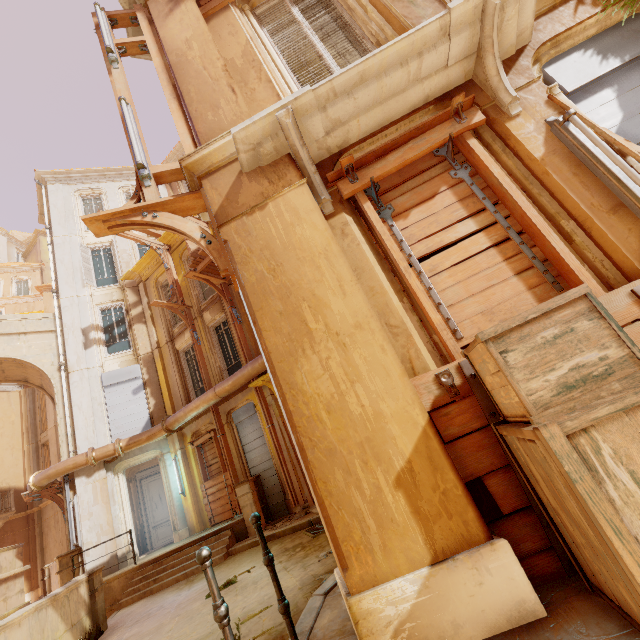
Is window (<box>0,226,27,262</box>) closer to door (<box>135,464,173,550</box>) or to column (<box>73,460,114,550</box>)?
column (<box>73,460,114,550</box>)

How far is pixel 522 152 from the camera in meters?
3.0

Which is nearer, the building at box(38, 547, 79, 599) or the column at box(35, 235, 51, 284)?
the building at box(38, 547, 79, 599)

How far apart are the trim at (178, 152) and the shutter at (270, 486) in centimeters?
1584cm

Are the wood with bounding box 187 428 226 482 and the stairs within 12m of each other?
yes

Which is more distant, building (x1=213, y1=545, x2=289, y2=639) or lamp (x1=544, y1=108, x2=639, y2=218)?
building (x1=213, y1=545, x2=289, y2=639)

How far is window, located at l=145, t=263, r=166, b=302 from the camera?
15.8m

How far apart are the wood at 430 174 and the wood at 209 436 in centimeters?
1134cm
